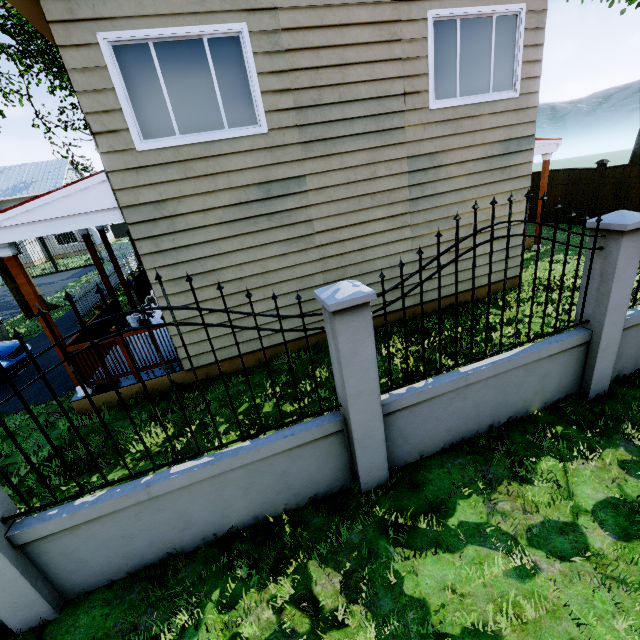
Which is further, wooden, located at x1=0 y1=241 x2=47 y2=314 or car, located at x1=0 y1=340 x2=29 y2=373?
car, located at x1=0 y1=340 x2=29 y2=373

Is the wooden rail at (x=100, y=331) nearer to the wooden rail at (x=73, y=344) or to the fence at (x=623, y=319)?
the wooden rail at (x=73, y=344)

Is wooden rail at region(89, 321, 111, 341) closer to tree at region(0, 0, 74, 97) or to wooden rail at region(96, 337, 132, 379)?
wooden rail at region(96, 337, 132, 379)

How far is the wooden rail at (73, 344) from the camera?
5.61m

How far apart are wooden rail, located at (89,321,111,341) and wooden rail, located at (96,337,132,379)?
1.06m

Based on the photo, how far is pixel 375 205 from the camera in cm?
614

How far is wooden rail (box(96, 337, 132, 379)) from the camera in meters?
5.8

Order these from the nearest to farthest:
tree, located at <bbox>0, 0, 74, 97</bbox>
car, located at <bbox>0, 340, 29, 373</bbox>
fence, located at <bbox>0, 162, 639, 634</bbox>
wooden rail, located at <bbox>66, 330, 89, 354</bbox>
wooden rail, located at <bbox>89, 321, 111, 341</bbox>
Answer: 1. fence, located at <bbox>0, 162, 639, 634</bbox>
2. wooden rail, located at <bbox>66, 330, 89, 354</bbox>
3. wooden rail, located at <bbox>89, 321, 111, 341</bbox>
4. car, located at <bbox>0, 340, 29, 373</bbox>
5. tree, located at <bbox>0, 0, 74, 97</bbox>
